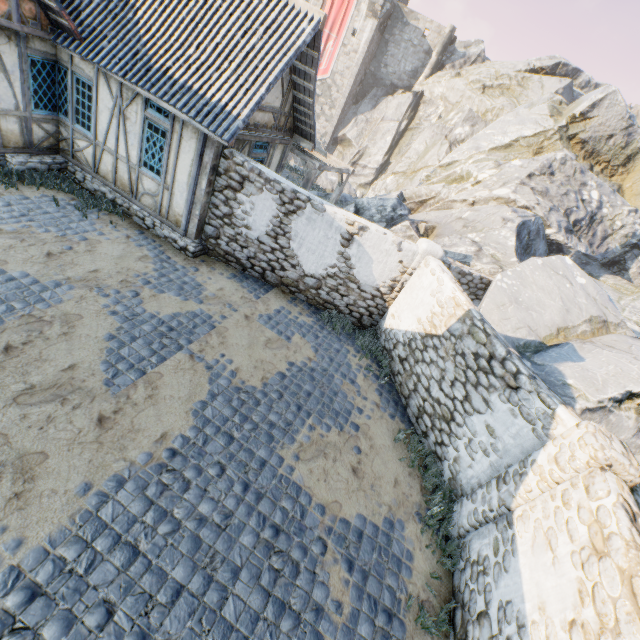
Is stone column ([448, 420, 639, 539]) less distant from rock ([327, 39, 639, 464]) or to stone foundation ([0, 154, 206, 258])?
rock ([327, 39, 639, 464])

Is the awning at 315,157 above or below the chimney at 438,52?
below

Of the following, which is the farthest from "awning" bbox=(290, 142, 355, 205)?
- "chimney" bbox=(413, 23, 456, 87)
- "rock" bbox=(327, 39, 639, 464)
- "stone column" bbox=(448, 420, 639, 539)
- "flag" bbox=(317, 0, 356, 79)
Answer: "chimney" bbox=(413, 23, 456, 87)

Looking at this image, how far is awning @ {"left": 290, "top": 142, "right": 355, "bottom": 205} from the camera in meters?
11.6

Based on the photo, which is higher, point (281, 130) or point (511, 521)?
point (281, 130)

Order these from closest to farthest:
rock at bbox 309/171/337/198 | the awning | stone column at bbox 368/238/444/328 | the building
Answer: the building, stone column at bbox 368/238/444/328, the awning, rock at bbox 309/171/337/198

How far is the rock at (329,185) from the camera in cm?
1875

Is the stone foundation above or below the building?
below
